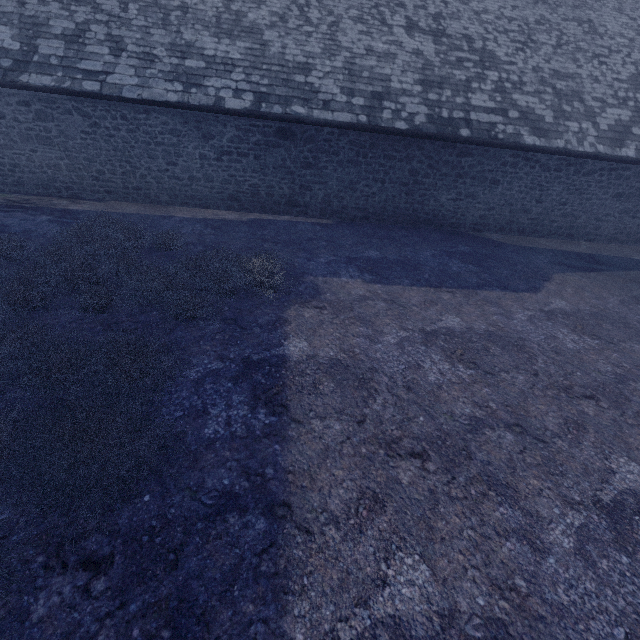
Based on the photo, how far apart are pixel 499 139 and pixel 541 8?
Result: 6.5 meters
